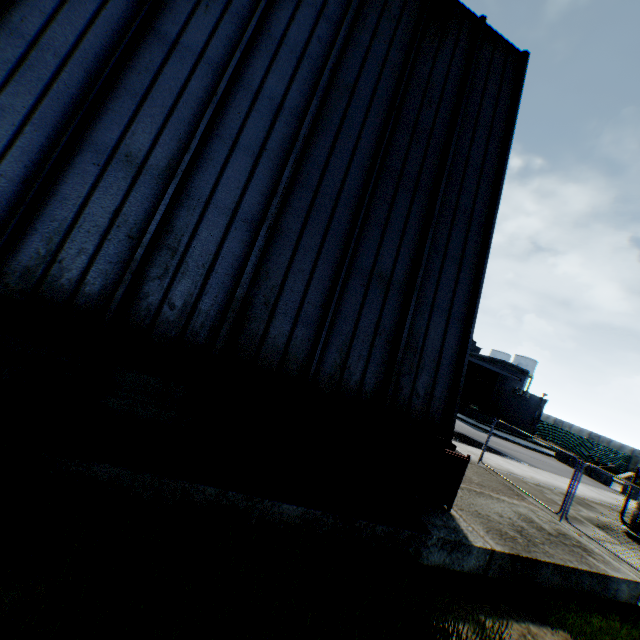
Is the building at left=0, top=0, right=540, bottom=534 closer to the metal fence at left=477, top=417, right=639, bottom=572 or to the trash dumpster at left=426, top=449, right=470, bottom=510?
the trash dumpster at left=426, top=449, right=470, bottom=510

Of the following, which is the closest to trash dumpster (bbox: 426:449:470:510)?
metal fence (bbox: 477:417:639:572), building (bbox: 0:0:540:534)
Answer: building (bbox: 0:0:540:534)

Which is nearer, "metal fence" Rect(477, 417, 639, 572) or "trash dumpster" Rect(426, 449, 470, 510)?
"trash dumpster" Rect(426, 449, 470, 510)

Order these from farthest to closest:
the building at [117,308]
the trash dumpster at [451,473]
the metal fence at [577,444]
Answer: the metal fence at [577,444]
the trash dumpster at [451,473]
the building at [117,308]

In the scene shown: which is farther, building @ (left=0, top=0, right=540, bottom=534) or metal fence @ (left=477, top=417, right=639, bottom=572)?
metal fence @ (left=477, top=417, right=639, bottom=572)

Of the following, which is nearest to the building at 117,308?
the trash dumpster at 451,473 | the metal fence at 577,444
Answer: the trash dumpster at 451,473

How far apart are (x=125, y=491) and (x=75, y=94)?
5.5 meters
